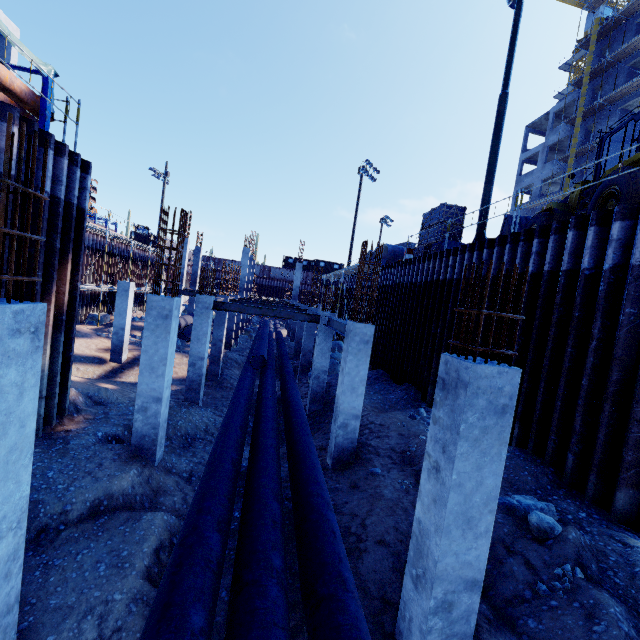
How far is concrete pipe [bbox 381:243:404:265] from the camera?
21.0m

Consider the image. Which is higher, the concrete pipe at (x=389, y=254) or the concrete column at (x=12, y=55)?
the concrete column at (x=12, y=55)

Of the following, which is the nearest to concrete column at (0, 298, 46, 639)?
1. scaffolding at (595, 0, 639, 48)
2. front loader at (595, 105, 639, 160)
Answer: front loader at (595, 105, 639, 160)

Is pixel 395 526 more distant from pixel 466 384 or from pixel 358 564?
pixel 466 384

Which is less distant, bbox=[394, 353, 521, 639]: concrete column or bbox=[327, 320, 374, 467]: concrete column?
bbox=[394, 353, 521, 639]: concrete column

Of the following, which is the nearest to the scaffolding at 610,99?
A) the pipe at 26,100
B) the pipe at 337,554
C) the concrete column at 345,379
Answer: Answer: the pipe at 337,554

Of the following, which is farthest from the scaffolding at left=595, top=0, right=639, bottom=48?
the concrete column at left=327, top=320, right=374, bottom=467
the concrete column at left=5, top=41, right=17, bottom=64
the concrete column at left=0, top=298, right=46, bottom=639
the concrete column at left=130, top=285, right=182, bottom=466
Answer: the concrete column at left=0, top=298, right=46, bottom=639

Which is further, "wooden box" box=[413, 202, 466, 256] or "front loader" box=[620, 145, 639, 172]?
"wooden box" box=[413, 202, 466, 256]
